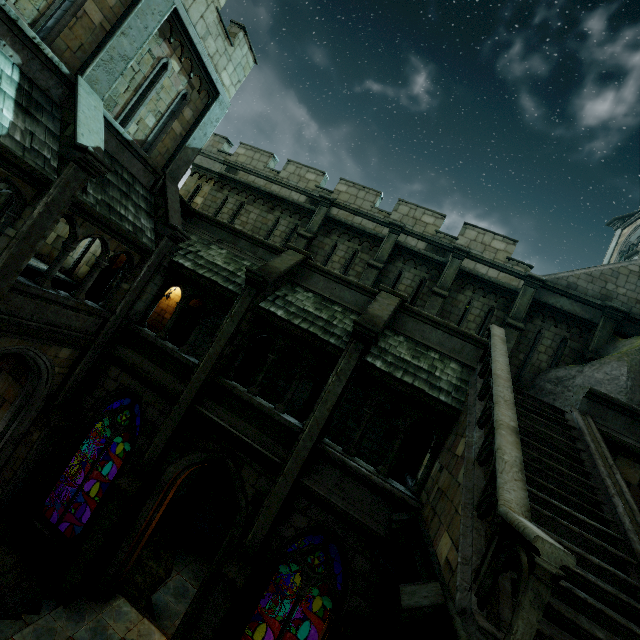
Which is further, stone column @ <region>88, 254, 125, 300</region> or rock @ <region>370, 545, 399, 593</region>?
stone column @ <region>88, 254, 125, 300</region>

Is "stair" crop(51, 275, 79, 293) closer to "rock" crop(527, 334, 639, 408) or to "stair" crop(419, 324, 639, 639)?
"stair" crop(419, 324, 639, 639)

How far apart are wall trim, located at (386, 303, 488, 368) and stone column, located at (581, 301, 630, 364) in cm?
441

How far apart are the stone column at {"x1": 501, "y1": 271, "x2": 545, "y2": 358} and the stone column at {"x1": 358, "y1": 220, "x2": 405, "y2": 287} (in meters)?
5.05

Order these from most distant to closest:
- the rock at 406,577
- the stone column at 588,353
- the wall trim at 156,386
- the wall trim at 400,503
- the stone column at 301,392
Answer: the stone column at 301,392
the stone column at 588,353
the wall trim at 156,386
the wall trim at 400,503
the rock at 406,577

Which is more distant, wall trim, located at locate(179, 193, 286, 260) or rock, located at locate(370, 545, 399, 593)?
wall trim, located at locate(179, 193, 286, 260)

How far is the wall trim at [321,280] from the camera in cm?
1033

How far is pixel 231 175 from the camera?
16.36m
